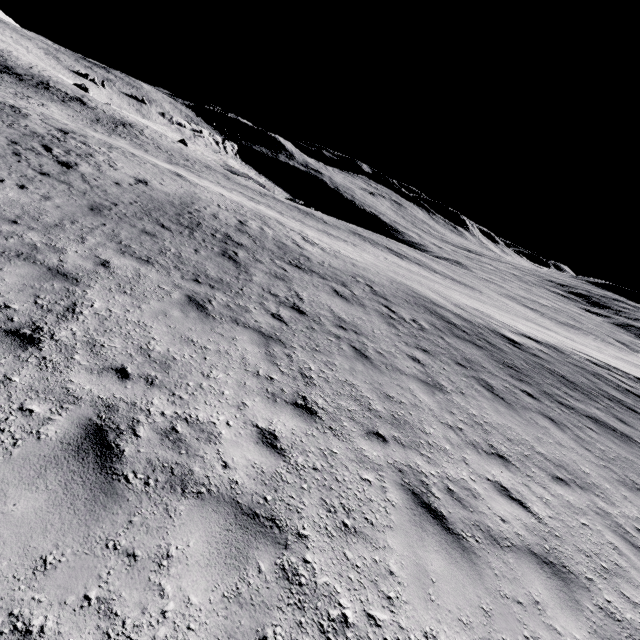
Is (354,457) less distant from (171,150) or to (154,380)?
(154,380)
